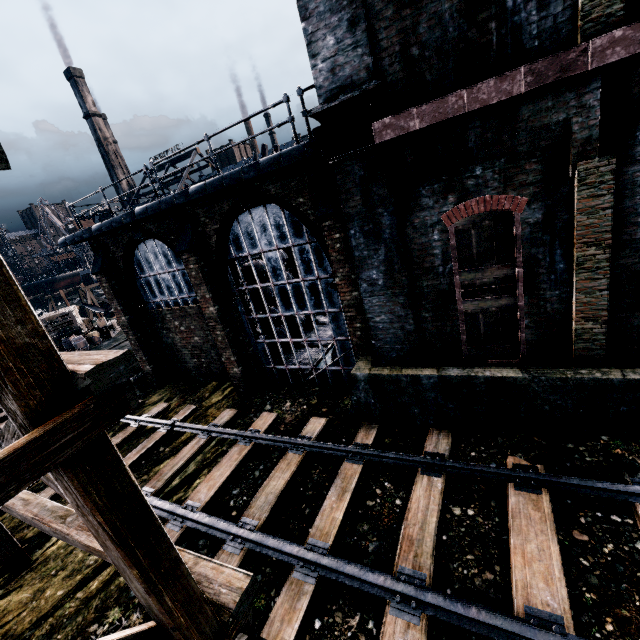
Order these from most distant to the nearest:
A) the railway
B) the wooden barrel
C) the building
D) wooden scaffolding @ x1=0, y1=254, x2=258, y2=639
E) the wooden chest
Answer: the wooden chest
the wooden barrel
the building
the railway
wooden scaffolding @ x1=0, y1=254, x2=258, y2=639

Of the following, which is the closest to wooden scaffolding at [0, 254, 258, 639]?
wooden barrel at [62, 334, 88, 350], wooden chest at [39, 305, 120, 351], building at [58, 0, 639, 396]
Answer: building at [58, 0, 639, 396]

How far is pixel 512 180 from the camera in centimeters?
651cm

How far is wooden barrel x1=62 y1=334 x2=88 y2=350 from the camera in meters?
27.1 m

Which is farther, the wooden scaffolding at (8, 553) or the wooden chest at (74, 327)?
the wooden chest at (74, 327)

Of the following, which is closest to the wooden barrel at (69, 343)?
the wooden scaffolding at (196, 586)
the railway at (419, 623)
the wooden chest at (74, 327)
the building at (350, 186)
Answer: the wooden chest at (74, 327)

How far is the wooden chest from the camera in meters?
27.8

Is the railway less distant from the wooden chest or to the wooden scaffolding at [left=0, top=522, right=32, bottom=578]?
the wooden scaffolding at [left=0, top=522, right=32, bottom=578]
